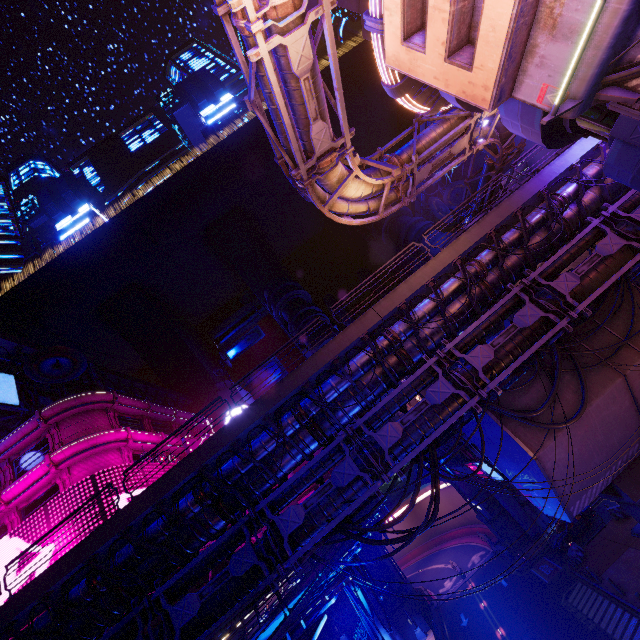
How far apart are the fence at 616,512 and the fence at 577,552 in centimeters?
383cm

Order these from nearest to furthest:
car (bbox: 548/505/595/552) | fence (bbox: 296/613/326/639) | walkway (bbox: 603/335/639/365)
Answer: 1. fence (bbox: 296/613/326/639)
2. walkway (bbox: 603/335/639/365)
3. car (bbox: 548/505/595/552)

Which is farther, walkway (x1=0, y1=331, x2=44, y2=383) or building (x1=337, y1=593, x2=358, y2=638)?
building (x1=337, y1=593, x2=358, y2=638)

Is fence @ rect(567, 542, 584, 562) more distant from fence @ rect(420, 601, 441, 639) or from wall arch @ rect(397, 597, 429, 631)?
fence @ rect(420, 601, 441, 639)

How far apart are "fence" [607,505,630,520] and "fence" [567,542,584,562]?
3.8 meters

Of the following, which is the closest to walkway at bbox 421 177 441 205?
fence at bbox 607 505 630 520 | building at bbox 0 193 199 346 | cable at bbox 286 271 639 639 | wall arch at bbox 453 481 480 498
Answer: building at bbox 0 193 199 346

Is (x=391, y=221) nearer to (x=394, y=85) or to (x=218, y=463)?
(x=394, y=85)

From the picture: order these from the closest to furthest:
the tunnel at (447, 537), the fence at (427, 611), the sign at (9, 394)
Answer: the sign at (9, 394) < the fence at (427, 611) < the tunnel at (447, 537)
